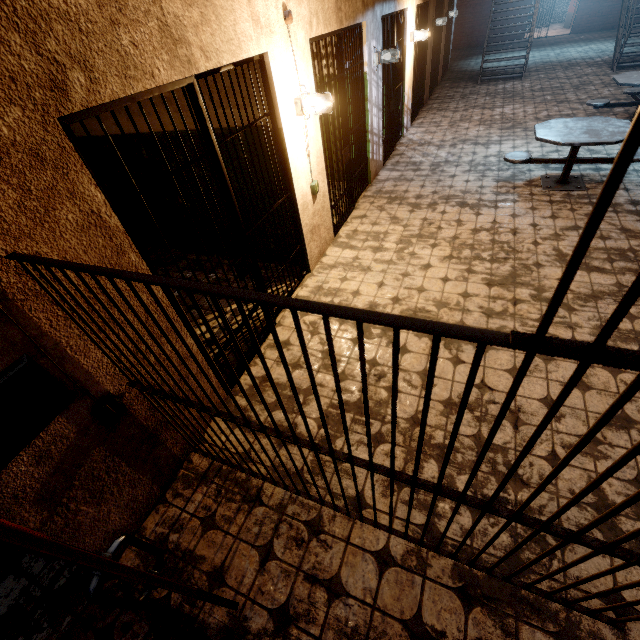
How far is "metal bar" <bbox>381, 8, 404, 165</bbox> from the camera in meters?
5.9 m

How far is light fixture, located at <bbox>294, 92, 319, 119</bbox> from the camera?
3.32m

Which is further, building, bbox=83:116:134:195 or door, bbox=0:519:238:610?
building, bbox=83:116:134:195

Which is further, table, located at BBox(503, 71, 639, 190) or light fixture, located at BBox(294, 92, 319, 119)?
table, located at BBox(503, 71, 639, 190)

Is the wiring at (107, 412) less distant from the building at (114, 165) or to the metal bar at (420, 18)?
the building at (114, 165)

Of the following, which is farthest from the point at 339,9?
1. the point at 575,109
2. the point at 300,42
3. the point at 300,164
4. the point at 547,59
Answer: the point at 547,59

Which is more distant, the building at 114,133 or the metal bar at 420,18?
the metal bar at 420,18

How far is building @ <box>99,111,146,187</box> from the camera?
4.2 meters
